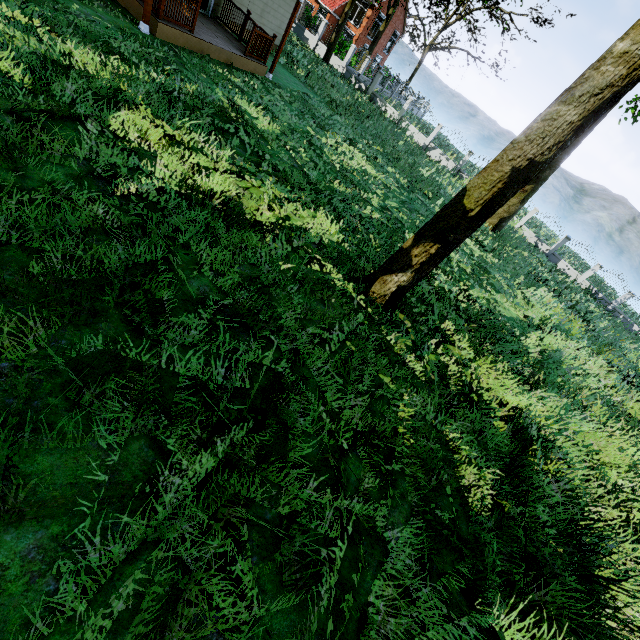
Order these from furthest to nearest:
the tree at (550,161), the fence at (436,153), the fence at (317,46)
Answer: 1. the fence at (317,46)
2. the fence at (436,153)
3. the tree at (550,161)

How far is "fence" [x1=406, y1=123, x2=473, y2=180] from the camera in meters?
25.2

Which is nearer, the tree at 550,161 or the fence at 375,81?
the tree at 550,161

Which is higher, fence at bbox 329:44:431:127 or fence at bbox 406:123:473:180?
fence at bbox 329:44:431:127

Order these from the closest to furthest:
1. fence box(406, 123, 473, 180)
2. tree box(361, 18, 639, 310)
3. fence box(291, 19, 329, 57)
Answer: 1. tree box(361, 18, 639, 310)
2. fence box(406, 123, 473, 180)
3. fence box(291, 19, 329, 57)

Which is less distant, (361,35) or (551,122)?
Answer: (551,122)
